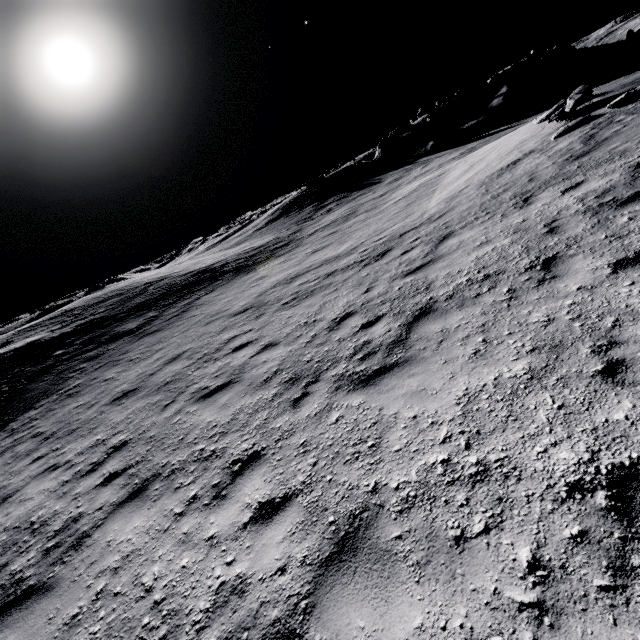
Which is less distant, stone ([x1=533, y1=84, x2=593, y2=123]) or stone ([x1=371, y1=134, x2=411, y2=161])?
stone ([x1=533, y1=84, x2=593, y2=123])

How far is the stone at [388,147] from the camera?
40.6m

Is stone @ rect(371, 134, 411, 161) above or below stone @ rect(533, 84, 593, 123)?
above

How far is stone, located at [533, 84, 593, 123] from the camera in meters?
11.3 m

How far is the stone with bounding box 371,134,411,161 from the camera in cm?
A: 4062

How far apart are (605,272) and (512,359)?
2.07m

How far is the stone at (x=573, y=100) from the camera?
11.3 meters
